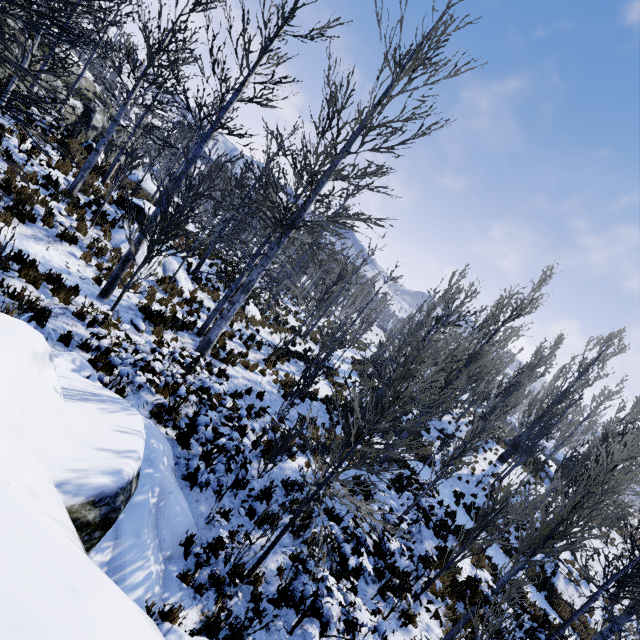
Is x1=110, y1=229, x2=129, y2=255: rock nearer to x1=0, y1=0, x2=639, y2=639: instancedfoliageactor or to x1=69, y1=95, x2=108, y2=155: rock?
→ x1=0, y1=0, x2=639, y2=639: instancedfoliageactor

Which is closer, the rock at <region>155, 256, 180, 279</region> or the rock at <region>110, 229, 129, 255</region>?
the rock at <region>110, 229, 129, 255</region>

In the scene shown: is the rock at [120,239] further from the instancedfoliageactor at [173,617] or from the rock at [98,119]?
the rock at [98,119]

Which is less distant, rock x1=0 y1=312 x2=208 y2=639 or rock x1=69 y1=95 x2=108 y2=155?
rock x1=0 y1=312 x2=208 y2=639

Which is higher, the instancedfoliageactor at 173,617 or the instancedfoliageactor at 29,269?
the instancedfoliageactor at 29,269

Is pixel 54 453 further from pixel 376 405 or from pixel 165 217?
pixel 165 217

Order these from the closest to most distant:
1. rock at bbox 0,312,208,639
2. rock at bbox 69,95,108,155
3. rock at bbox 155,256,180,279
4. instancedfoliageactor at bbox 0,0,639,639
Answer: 1. rock at bbox 0,312,208,639
2. instancedfoliageactor at bbox 0,0,639,639
3. rock at bbox 155,256,180,279
4. rock at bbox 69,95,108,155

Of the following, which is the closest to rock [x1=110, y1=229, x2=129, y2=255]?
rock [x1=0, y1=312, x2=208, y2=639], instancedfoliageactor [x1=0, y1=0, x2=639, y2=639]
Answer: instancedfoliageactor [x1=0, y1=0, x2=639, y2=639]
